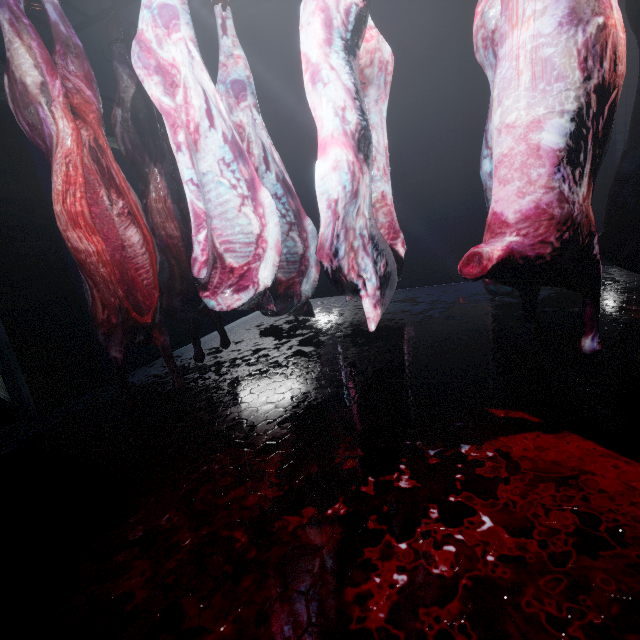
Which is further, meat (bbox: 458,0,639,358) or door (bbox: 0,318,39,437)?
door (bbox: 0,318,39,437)

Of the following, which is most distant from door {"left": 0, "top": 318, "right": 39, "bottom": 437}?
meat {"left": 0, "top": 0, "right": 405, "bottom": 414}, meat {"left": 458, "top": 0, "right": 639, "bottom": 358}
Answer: meat {"left": 458, "top": 0, "right": 639, "bottom": 358}

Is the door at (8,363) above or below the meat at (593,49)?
below

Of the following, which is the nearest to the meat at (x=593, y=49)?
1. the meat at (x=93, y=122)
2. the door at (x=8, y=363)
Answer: the meat at (x=93, y=122)

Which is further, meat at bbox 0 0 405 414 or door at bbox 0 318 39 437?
door at bbox 0 318 39 437

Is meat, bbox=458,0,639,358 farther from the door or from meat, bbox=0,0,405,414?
the door

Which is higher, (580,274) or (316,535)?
(580,274)
